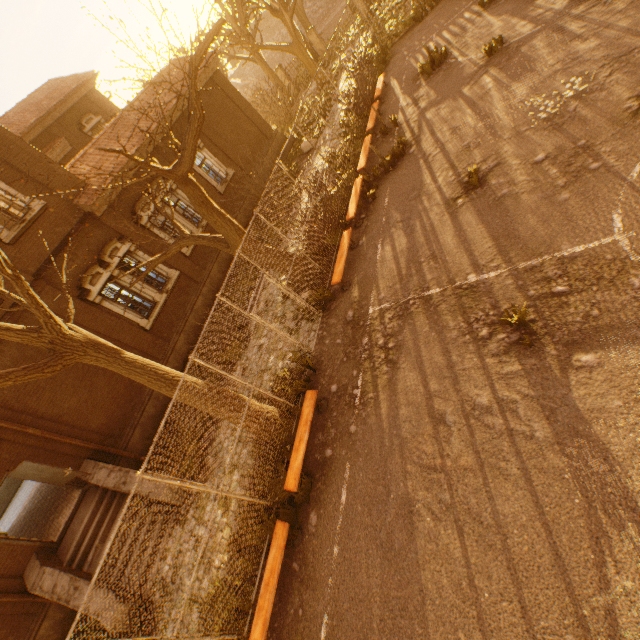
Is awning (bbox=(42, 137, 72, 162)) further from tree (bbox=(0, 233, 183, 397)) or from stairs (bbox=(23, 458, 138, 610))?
stairs (bbox=(23, 458, 138, 610))

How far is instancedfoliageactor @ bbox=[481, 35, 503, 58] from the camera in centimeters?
949cm

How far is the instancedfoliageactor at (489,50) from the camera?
9.49m

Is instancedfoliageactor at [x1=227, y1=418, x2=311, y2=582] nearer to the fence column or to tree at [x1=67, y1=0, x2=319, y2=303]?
tree at [x1=67, y1=0, x2=319, y2=303]

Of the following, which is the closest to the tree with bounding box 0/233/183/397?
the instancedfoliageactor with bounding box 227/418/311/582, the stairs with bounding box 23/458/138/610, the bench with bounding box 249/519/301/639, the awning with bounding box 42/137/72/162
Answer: the instancedfoliageactor with bounding box 227/418/311/582

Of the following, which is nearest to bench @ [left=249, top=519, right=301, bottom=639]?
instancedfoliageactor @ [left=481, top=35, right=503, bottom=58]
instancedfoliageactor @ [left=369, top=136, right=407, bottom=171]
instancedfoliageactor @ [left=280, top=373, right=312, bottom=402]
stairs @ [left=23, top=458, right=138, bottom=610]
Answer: instancedfoliageactor @ [left=280, top=373, right=312, bottom=402]

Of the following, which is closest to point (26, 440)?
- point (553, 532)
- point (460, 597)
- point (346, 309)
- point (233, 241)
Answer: point (233, 241)

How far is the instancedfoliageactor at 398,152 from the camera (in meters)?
10.17
